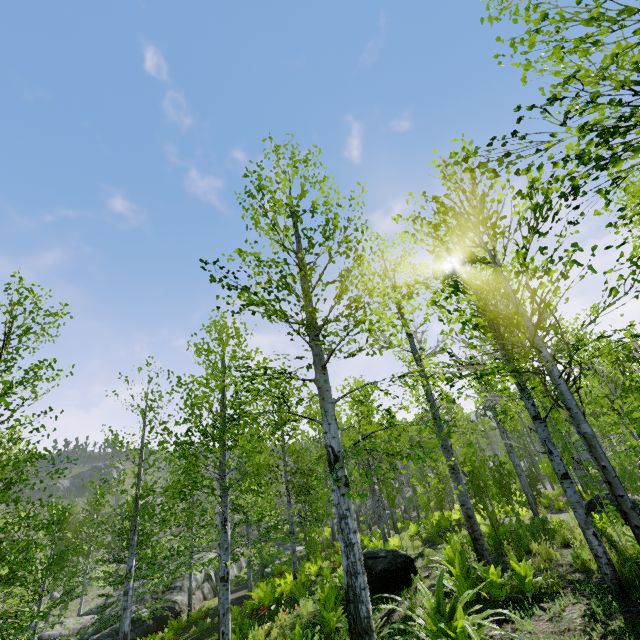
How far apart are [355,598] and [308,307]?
4.1 meters

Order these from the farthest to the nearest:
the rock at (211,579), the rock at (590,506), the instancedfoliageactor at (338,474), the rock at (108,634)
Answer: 1. the rock at (211,579)
2. the rock at (108,634)
3. the rock at (590,506)
4. the instancedfoliageactor at (338,474)

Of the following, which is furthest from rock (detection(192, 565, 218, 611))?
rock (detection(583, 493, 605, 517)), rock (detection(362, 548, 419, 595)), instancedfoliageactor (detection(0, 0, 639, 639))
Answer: rock (detection(583, 493, 605, 517))

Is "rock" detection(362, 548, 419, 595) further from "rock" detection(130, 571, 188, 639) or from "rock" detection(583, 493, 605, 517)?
"rock" detection(130, 571, 188, 639)

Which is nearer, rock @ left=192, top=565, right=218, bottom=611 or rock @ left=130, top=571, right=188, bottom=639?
rock @ left=130, top=571, right=188, bottom=639

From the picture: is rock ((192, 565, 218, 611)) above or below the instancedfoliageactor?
below

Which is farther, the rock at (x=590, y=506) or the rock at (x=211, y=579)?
the rock at (x=211, y=579)
